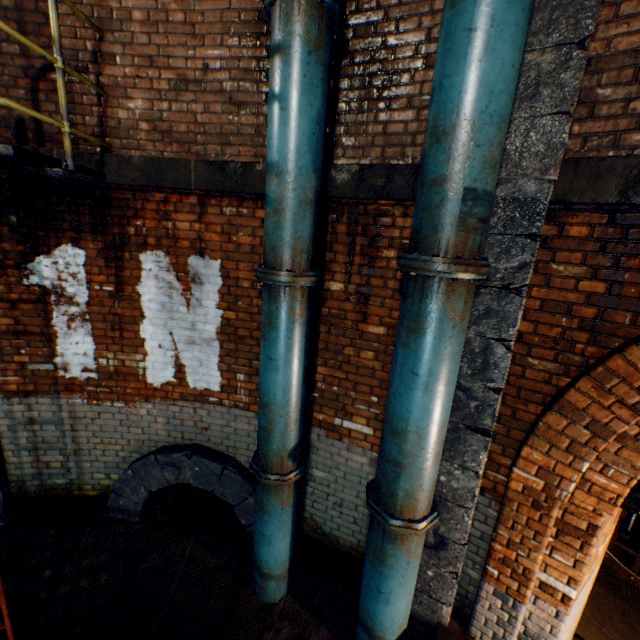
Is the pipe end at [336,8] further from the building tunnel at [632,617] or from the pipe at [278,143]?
the building tunnel at [632,617]

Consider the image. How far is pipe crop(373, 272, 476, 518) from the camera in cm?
225

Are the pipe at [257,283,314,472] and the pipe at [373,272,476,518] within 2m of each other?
yes

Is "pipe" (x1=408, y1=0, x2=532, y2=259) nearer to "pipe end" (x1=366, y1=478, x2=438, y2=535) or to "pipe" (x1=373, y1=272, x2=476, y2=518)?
"pipe" (x1=373, y1=272, x2=476, y2=518)

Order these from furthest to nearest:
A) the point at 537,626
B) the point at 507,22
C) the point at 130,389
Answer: the point at 130,389 → the point at 537,626 → the point at 507,22

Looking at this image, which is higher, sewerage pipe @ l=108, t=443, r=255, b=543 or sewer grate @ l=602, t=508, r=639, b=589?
sewerage pipe @ l=108, t=443, r=255, b=543

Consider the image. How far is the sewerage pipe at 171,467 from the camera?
3.89m

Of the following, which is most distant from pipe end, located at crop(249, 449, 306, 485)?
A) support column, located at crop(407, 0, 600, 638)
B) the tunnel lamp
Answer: the tunnel lamp
